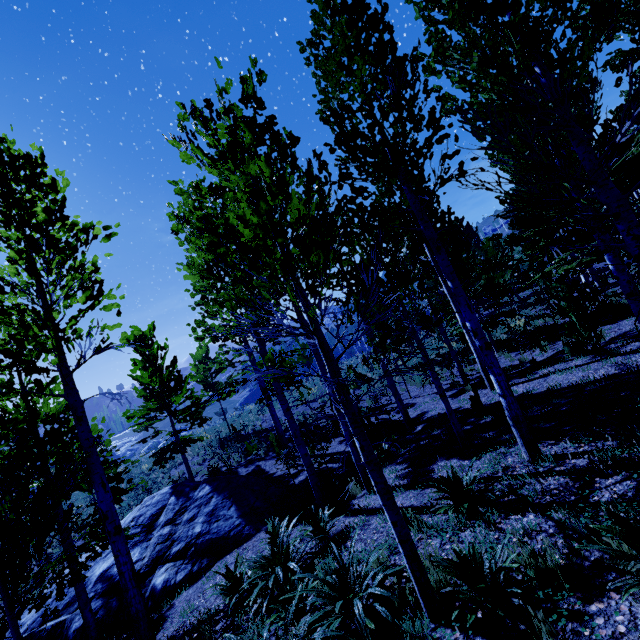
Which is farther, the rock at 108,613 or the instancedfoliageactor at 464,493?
the rock at 108,613

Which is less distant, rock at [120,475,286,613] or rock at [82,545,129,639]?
rock at [82,545,129,639]

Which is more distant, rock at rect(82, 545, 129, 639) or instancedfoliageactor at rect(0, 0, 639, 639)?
rock at rect(82, 545, 129, 639)

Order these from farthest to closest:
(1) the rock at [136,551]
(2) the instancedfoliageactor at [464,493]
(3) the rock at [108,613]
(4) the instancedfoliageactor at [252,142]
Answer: (1) the rock at [136,551]
(3) the rock at [108,613]
(2) the instancedfoliageactor at [464,493]
(4) the instancedfoliageactor at [252,142]

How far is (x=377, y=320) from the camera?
3.1 meters

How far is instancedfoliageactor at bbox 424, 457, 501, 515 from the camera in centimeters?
457cm

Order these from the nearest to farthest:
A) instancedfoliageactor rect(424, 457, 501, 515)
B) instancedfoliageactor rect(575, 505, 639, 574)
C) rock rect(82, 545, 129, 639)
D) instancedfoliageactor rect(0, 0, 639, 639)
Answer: instancedfoliageactor rect(575, 505, 639, 574) < instancedfoliageactor rect(0, 0, 639, 639) < instancedfoliageactor rect(424, 457, 501, 515) < rock rect(82, 545, 129, 639)
